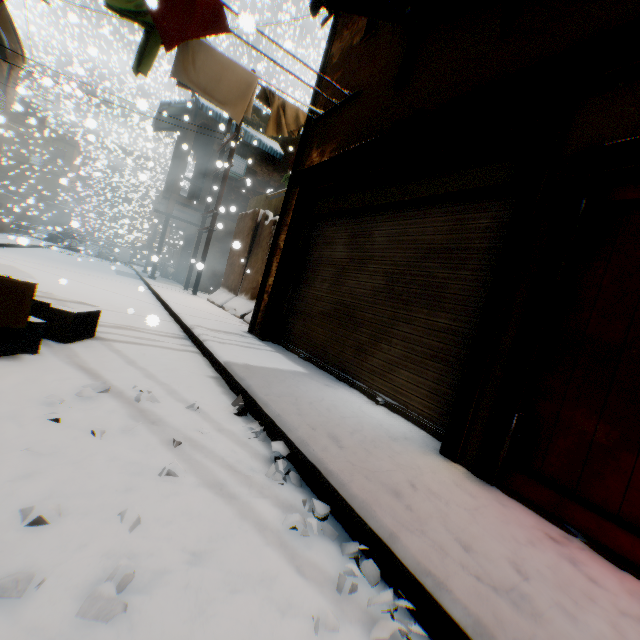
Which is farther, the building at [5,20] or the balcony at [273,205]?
the building at [5,20]

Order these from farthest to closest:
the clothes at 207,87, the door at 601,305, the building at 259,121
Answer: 1. the building at 259,121
2. the clothes at 207,87
3. the door at 601,305

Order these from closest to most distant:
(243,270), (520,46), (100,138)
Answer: (520,46) < (243,270) < (100,138)

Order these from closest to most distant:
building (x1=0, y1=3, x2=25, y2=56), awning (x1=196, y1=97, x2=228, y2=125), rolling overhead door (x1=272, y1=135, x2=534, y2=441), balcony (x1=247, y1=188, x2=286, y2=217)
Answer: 1. rolling overhead door (x1=272, y1=135, x2=534, y2=441)
2. balcony (x1=247, y1=188, x2=286, y2=217)
3. building (x1=0, y1=3, x2=25, y2=56)
4. awning (x1=196, y1=97, x2=228, y2=125)

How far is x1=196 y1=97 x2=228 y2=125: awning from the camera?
13.6m

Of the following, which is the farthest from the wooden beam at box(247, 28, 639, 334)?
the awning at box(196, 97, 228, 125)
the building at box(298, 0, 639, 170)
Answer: the awning at box(196, 97, 228, 125)

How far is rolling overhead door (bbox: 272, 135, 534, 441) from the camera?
3.1m

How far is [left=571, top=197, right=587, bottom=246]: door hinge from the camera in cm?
224
